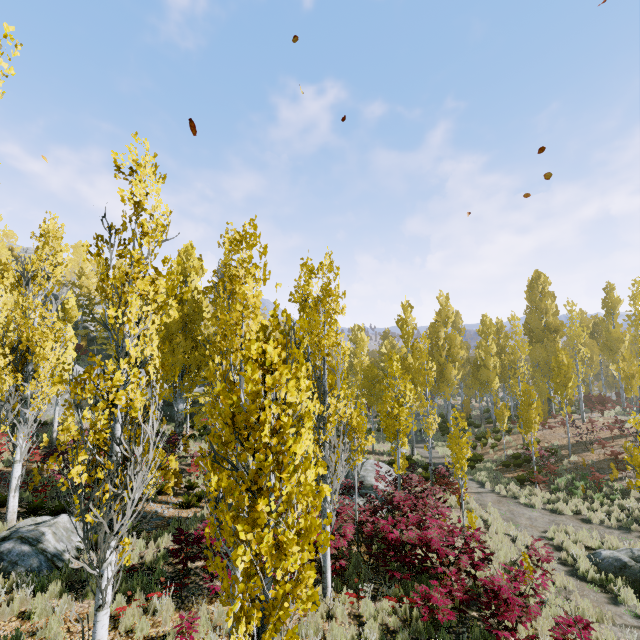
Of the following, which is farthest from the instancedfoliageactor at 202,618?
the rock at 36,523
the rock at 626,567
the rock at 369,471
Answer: the rock at 626,567

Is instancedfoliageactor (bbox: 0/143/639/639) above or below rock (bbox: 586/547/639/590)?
above

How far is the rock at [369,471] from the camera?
14.55m

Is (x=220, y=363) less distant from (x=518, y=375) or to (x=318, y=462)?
(x=318, y=462)

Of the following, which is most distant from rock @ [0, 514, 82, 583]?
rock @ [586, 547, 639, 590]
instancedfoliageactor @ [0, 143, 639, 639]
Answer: rock @ [586, 547, 639, 590]

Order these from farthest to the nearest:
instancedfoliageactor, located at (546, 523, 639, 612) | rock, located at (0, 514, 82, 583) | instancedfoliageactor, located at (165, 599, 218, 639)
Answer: instancedfoliageactor, located at (546, 523, 639, 612) < rock, located at (0, 514, 82, 583) < instancedfoliageactor, located at (165, 599, 218, 639)

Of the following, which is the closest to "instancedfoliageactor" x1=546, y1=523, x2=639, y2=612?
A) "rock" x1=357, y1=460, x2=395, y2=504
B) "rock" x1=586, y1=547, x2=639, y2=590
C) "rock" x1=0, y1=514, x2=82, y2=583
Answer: "rock" x1=0, y1=514, x2=82, y2=583

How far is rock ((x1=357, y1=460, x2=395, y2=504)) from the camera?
14.55m
